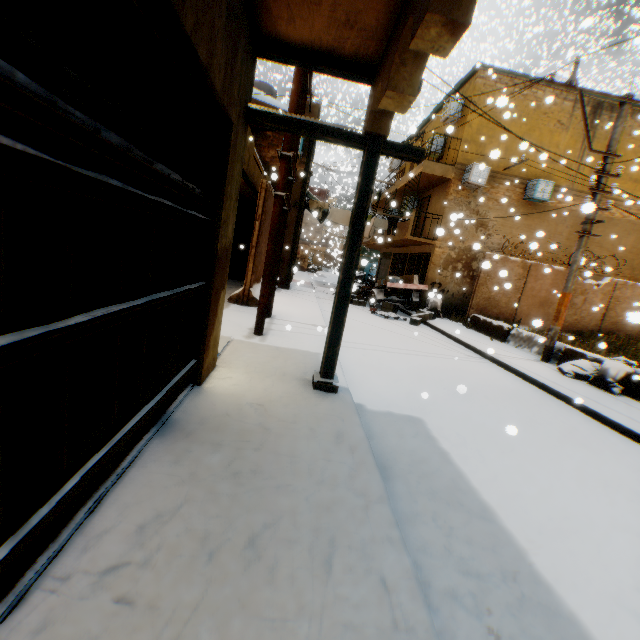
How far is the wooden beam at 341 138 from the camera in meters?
3.6 m

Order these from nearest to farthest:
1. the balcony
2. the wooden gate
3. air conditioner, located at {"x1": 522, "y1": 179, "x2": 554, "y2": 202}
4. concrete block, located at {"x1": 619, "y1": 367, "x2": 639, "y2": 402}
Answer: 1. the wooden gate
2. concrete block, located at {"x1": 619, "y1": 367, "x2": 639, "y2": 402}
3. the balcony
4. air conditioner, located at {"x1": 522, "y1": 179, "x2": 554, "y2": 202}

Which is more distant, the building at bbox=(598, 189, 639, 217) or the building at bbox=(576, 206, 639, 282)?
the building at bbox=(576, 206, 639, 282)

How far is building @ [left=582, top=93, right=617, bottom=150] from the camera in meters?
14.5 m

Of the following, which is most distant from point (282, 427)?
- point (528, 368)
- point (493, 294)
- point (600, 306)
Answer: point (600, 306)

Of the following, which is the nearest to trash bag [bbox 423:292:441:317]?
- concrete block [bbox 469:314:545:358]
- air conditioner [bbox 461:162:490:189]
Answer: concrete block [bbox 469:314:545:358]

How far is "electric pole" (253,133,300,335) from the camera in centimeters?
566cm

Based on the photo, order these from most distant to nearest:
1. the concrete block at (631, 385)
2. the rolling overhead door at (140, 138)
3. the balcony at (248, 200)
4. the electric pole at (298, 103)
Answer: the balcony at (248, 200) < the concrete block at (631, 385) < the electric pole at (298, 103) < the rolling overhead door at (140, 138)
